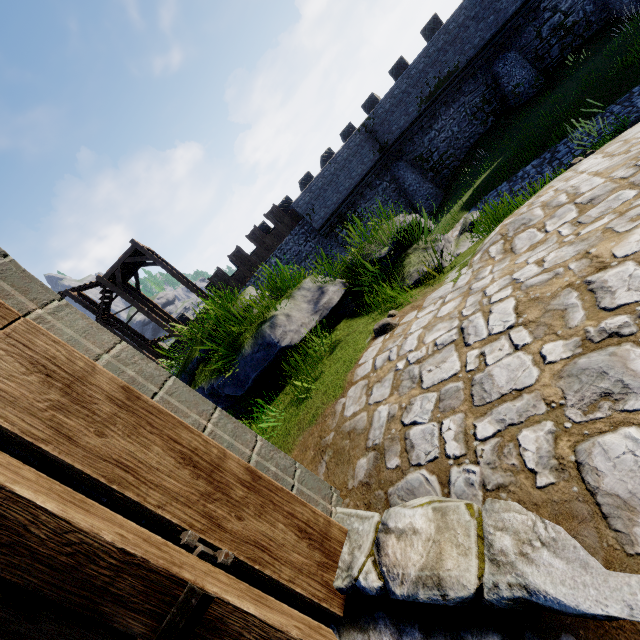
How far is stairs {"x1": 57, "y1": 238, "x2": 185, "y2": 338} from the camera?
19.8m

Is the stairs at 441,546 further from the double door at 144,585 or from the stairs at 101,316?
the stairs at 101,316

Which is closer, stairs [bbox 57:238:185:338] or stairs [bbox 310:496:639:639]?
stairs [bbox 310:496:639:639]

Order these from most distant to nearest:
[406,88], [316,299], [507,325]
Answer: [406,88] → [316,299] → [507,325]

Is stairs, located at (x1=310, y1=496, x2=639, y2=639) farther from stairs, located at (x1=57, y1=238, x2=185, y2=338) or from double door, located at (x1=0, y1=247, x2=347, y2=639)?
stairs, located at (x1=57, y1=238, x2=185, y2=338)

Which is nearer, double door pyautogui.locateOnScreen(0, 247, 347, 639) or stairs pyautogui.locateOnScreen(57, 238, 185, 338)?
double door pyautogui.locateOnScreen(0, 247, 347, 639)

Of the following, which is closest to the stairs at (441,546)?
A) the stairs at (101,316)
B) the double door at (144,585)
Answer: the double door at (144,585)
